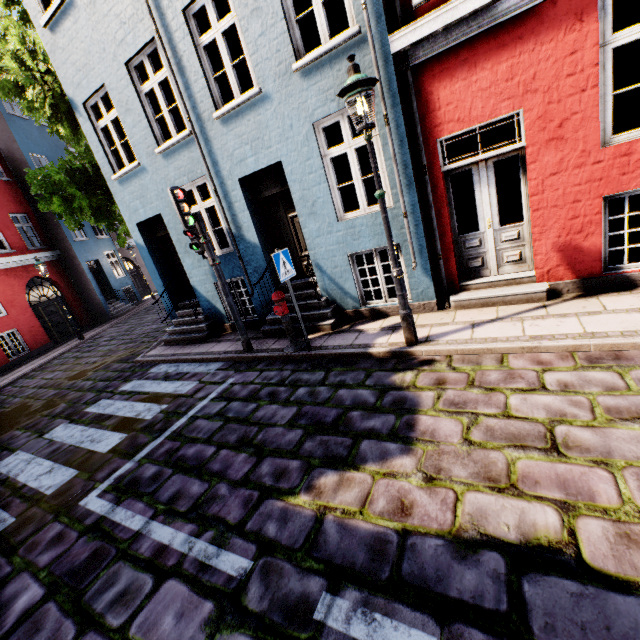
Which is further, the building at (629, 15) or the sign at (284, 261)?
the sign at (284, 261)

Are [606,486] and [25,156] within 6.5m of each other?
no

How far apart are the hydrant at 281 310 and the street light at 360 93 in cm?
199

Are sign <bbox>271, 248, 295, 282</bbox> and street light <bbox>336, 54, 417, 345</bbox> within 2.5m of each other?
yes

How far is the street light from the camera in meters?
3.9

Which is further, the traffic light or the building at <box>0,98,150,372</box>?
the building at <box>0,98,150,372</box>

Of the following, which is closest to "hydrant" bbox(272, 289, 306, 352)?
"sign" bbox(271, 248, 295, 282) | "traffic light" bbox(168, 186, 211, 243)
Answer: "sign" bbox(271, 248, 295, 282)

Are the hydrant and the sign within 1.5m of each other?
yes
